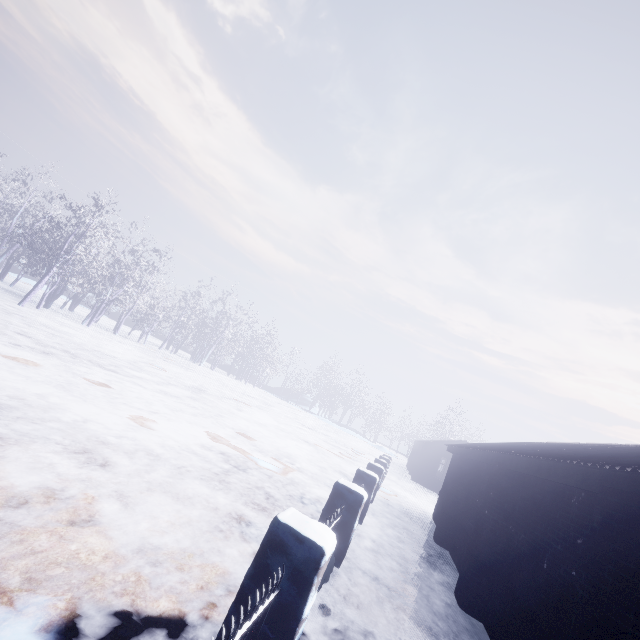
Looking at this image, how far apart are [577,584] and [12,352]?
9.6 meters
